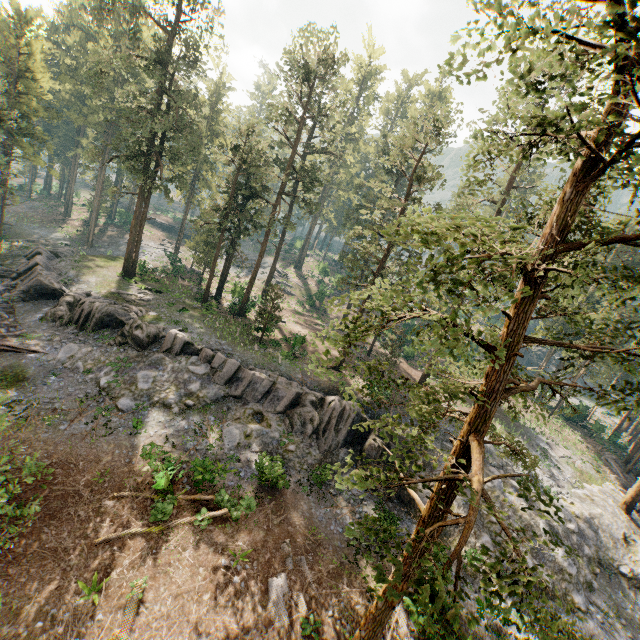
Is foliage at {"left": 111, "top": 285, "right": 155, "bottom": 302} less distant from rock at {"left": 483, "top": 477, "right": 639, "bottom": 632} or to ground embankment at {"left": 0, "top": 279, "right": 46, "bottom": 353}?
rock at {"left": 483, "top": 477, "right": 639, "bottom": 632}

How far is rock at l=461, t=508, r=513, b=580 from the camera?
19.6 meters

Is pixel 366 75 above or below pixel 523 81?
above

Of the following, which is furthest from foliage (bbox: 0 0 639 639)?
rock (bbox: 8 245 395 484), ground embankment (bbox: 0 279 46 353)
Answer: ground embankment (bbox: 0 279 46 353)

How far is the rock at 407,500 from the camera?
22.2 meters

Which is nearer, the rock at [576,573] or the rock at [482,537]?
the rock at [482,537]

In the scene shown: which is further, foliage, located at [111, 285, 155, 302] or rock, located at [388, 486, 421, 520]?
foliage, located at [111, 285, 155, 302]
